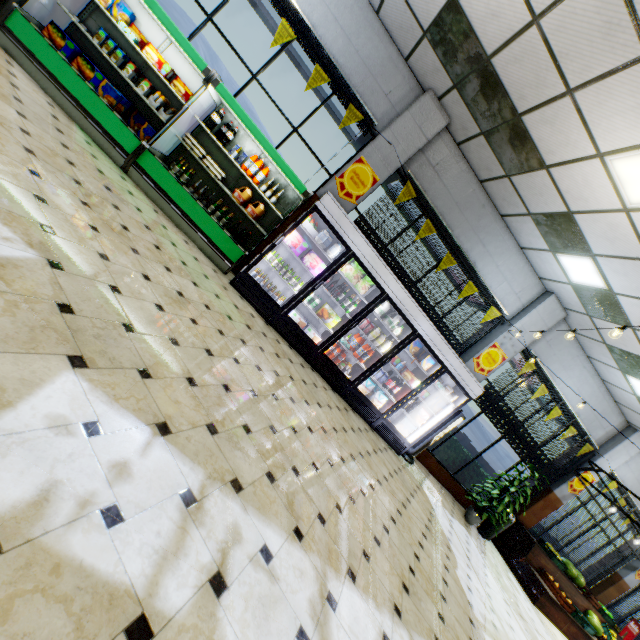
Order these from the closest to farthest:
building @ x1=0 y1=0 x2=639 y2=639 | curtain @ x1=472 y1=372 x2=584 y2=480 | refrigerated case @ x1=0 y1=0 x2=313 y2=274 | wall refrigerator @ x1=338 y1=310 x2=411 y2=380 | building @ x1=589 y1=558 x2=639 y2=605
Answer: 1. building @ x1=0 y1=0 x2=639 y2=639
2. refrigerated case @ x1=0 y1=0 x2=313 y2=274
3. wall refrigerator @ x1=338 y1=310 x2=411 y2=380
4. curtain @ x1=472 y1=372 x2=584 y2=480
5. building @ x1=589 y1=558 x2=639 y2=605

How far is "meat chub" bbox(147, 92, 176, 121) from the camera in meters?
5.1

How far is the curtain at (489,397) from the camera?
8.0 meters

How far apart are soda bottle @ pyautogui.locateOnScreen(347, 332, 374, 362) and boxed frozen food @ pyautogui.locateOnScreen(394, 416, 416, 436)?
1.39m

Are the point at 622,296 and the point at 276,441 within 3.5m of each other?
no

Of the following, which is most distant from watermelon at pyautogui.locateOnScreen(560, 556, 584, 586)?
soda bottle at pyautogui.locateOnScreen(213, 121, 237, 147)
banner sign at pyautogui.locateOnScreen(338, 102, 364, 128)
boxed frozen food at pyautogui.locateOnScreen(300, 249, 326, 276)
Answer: soda bottle at pyautogui.locateOnScreen(213, 121, 237, 147)

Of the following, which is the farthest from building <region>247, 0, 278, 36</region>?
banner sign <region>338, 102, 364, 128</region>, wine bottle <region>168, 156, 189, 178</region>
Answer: wine bottle <region>168, 156, 189, 178</region>

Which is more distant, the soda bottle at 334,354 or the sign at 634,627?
the sign at 634,627
